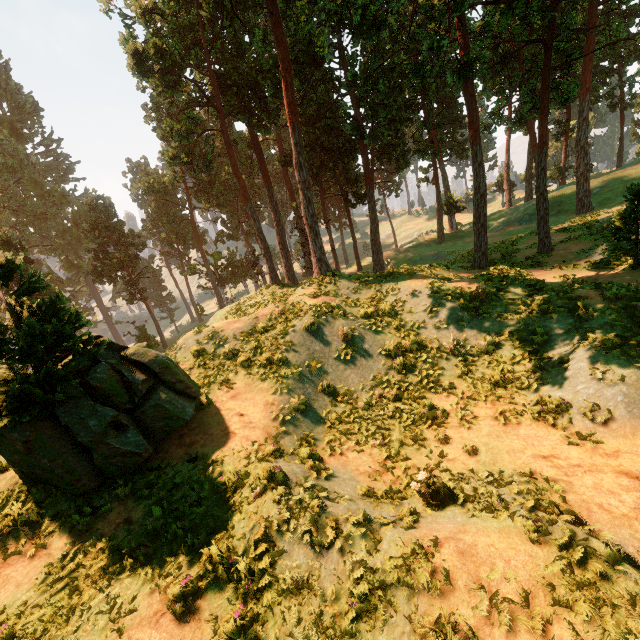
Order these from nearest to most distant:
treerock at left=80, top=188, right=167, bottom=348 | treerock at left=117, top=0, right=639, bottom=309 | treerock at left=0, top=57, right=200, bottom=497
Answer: treerock at left=0, top=57, right=200, bottom=497 < treerock at left=117, top=0, right=639, bottom=309 < treerock at left=80, top=188, right=167, bottom=348

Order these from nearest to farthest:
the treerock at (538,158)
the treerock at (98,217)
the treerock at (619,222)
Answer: the treerock at (619,222), the treerock at (538,158), the treerock at (98,217)

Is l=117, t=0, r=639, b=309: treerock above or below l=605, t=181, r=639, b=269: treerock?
above

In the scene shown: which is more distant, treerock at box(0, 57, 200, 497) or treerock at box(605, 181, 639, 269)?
treerock at box(605, 181, 639, 269)

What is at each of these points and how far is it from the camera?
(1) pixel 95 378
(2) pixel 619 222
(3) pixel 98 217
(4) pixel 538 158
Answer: (1) treerock, 8.6m
(2) treerock, 13.5m
(3) treerock, 46.3m
(4) treerock, 19.5m

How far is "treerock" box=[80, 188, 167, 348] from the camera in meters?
44.4

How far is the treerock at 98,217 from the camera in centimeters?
4444cm
